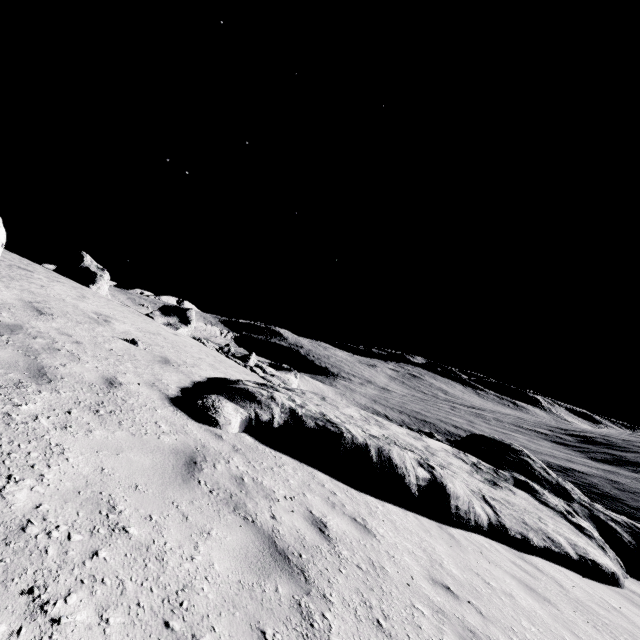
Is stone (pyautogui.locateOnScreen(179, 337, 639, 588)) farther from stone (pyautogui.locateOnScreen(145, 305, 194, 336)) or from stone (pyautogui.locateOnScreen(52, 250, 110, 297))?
stone (pyautogui.locateOnScreen(52, 250, 110, 297))

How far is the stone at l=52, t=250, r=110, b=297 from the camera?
20.4m

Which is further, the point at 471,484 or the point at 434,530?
the point at 471,484

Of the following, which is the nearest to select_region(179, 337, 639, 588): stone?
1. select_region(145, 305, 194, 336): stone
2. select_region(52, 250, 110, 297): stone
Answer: select_region(145, 305, 194, 336): stone

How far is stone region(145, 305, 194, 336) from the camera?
24.25m

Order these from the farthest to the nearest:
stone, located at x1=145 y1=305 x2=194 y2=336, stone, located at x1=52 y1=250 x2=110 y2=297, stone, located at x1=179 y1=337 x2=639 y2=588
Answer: stone, located at x1=145 y1=305 x2=194 y2=336
stone, located at x1=52 y1=250 x2=110 y2=297
stone, located at x1=179 y1=337 x2=639 y2=588

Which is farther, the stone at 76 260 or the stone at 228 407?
the stone at 76 260

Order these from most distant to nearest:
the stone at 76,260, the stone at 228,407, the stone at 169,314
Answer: the stone at 169,314 → the stone at 76,260 → the stone at 228,407
